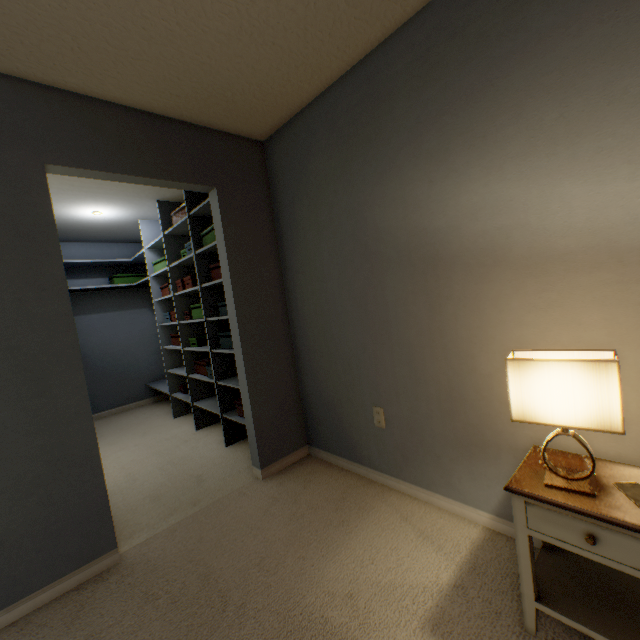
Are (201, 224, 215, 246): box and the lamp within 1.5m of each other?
no

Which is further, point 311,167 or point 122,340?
point 122,340

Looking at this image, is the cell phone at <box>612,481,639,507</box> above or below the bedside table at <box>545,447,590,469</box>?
above

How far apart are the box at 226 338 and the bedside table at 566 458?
2.0m

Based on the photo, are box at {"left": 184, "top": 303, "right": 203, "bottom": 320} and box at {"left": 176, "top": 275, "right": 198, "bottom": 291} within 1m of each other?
yes

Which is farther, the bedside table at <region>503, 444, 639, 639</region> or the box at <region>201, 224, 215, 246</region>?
the box at <region>201, 224, 215, 246</region>

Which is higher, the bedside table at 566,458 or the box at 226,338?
the box at 226,338

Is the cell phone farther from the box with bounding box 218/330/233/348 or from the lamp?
the box with bounding box 218/330/233/348
